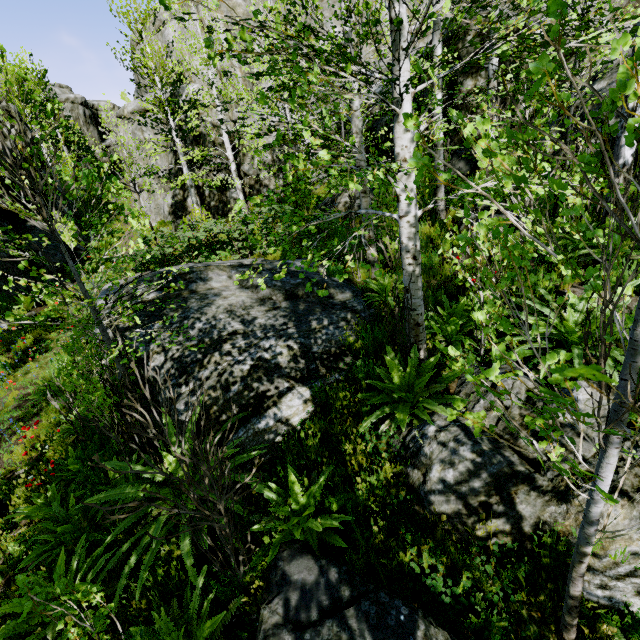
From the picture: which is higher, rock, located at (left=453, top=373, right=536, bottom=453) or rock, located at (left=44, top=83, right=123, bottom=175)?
rock, located at (left=44, top=83, right=123, bottom=175)

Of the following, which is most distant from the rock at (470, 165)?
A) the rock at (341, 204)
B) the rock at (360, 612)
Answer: the rock at (360, 612)

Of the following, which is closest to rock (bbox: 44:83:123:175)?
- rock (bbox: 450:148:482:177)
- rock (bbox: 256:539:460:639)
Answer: rock (bbox: 450:148:482:177)

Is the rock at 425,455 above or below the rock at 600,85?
below

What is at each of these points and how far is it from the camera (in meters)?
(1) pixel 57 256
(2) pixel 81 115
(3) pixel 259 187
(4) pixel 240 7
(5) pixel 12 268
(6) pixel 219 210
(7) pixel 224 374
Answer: (1) rock, 14.55
(2) rock, 39.62
(3) rock, 18.41
(4) rock, 16.98
(5) rock, 12.11
(6) rock, 18.78
(7) rock, 4.64

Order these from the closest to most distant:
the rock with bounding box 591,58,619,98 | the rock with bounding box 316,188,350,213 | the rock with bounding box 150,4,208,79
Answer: the rock with bounding box 591,58,619,98 < the rock with bounding box 316,188,350,213 < the rock with bounding box 150,4,208,79

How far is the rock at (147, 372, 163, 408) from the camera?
4.83m
